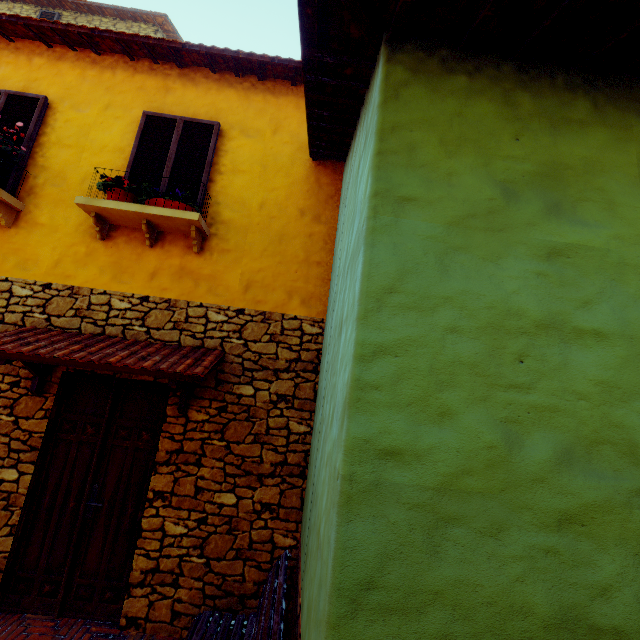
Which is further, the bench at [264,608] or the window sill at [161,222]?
the window sill at [161,222]

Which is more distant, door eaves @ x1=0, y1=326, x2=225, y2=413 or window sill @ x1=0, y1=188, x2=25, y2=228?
window sill @ x1=0, y1=188, x2=25, y2=228

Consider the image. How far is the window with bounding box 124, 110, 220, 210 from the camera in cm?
445

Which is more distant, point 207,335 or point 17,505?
point 207,335

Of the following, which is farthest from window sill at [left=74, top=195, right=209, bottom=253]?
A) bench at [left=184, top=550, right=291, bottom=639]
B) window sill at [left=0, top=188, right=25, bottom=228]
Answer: bench at [left=184, top=550, right=291, bottom=639]

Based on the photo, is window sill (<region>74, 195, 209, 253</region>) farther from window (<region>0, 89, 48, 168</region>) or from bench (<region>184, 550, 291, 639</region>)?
bench (<region>184, 550, 291, 639</region>)

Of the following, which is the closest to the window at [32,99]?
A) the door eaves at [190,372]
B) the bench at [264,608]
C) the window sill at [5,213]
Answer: the window sill at [5,213]

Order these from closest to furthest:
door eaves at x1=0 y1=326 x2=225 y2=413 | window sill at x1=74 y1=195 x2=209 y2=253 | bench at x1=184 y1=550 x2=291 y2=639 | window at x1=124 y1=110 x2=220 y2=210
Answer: bench at x1=184 y1=550 x2=291 y2=639 → door eaves at x1=0 y1=326 x2=225 y2=413 → window sill at x1=74 y1=195 x2=209 y2=253 → window at x1=124 y1=110 x2=220 y2=210
